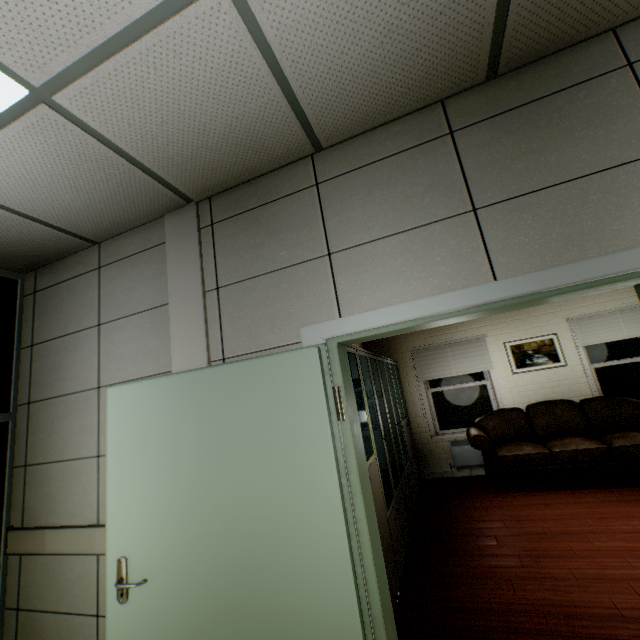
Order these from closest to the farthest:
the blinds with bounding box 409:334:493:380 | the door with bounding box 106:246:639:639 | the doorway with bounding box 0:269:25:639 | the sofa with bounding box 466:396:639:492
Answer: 1. the door with bounding box 106:246:639:639
2. the doorway with bounding box 0:269:25:639
3. the sofa with bounding box 466:396:639:492
4. the blinds with bounding box 409:334:493:380

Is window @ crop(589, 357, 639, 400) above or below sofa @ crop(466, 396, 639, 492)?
above

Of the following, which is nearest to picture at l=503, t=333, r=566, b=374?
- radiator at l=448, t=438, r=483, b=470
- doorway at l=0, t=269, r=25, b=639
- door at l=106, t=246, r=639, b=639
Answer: radiator at l=448, t=438, r=483, b=470

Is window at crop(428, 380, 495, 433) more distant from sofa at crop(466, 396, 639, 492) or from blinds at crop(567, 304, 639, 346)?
blinds at crop(567, 304, 639, 346)

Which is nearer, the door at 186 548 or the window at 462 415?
the door at 186 548

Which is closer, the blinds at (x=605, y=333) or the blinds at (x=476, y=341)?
the blinds at (x=605, y=333)

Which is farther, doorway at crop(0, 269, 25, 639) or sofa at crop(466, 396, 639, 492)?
sofa at crop(466, 396, 639, 492)

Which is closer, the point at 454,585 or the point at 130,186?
the point at 130,186
